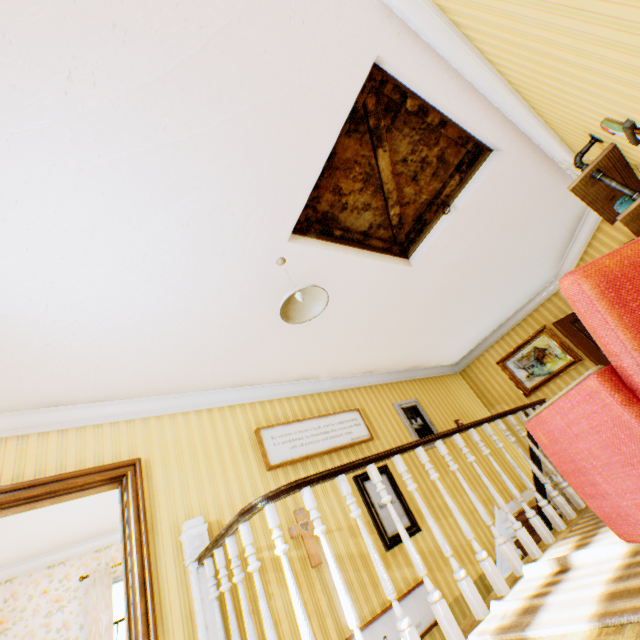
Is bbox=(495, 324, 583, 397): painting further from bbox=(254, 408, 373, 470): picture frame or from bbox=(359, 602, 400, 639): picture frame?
bbox=(359, 602, 400, 639): picture frame

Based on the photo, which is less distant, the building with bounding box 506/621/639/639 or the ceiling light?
the building with bounding box 506/621/639/639

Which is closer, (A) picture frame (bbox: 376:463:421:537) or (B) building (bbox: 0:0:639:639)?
(B) building (bbox: 0:0:639:639)

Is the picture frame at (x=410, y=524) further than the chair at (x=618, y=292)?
Yes

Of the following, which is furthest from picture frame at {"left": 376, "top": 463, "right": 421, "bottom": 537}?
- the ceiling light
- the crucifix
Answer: the ceiling light

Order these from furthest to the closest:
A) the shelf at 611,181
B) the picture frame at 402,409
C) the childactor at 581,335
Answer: the picture frame at 402,409
the childactor at 581,335
the shelf at 611,181

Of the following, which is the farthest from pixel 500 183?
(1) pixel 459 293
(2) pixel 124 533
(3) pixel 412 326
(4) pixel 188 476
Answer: (2) pixel 124 533

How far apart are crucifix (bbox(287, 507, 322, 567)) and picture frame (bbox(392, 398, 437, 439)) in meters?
2.5 m
